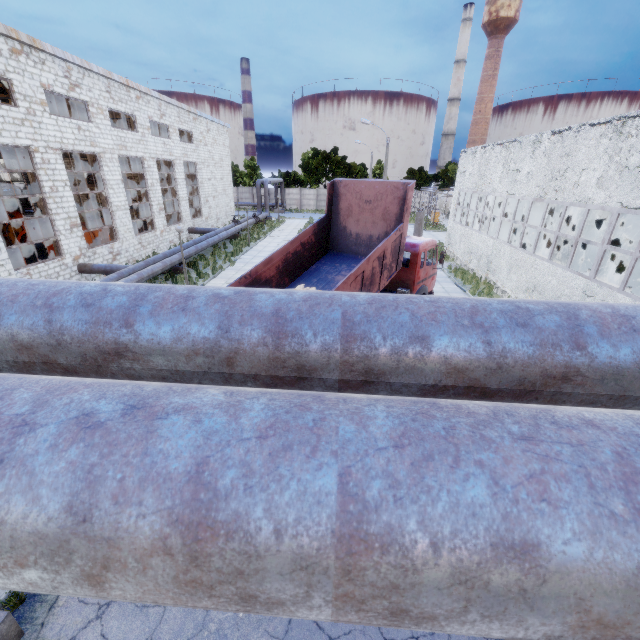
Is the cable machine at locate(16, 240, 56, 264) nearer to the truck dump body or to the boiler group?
the truck dump body

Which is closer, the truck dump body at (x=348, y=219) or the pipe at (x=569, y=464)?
the pipe at (x=569, y=464)

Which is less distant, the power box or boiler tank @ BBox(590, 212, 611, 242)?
the power box

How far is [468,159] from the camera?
23.41m

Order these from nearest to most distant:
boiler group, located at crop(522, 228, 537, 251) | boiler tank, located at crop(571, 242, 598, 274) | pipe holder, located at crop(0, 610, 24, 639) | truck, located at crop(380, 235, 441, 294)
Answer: pipe holder, located at crop(0, 610, 24, 639)
truck, located at crop(380, 235, 441, 294)
boiler tank, located at crop(571, 242, 598, 274)
boiler group, located at crop(522, 228, 537, 251)

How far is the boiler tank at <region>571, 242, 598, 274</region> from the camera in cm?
1973

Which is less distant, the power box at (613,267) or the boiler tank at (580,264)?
the power box at (613,267)

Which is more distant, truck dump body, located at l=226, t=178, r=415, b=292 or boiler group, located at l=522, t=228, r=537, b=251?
boiler group, located at l=522, t=228, r=537, b=251
